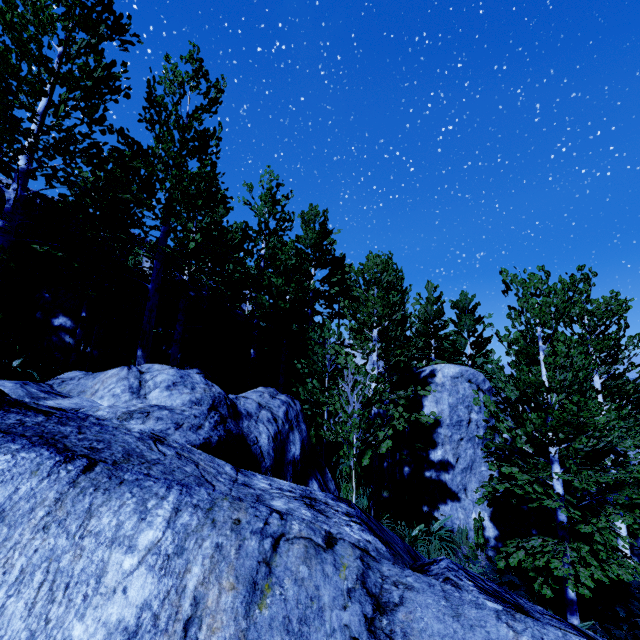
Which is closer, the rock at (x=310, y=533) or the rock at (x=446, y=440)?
the rock at (x=310, y=533)

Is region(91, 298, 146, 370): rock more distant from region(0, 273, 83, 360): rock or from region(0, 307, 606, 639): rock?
region(0, 307, 606, 639): rock

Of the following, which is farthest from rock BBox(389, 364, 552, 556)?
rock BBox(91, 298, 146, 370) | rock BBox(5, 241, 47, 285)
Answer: rock BBox(5, 241, 47, 285)

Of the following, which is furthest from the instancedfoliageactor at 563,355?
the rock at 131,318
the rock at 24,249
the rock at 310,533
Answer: the rock at 24,249

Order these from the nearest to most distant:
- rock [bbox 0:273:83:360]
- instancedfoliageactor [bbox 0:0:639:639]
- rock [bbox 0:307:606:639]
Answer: rock [bbox 0:307:606:639]
instancedfoliageactor [bbox 0:0:639:639]
rock [bbox 0:273:83:360]

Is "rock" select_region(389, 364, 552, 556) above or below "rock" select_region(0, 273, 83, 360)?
below

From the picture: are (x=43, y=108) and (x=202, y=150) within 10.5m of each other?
yes
